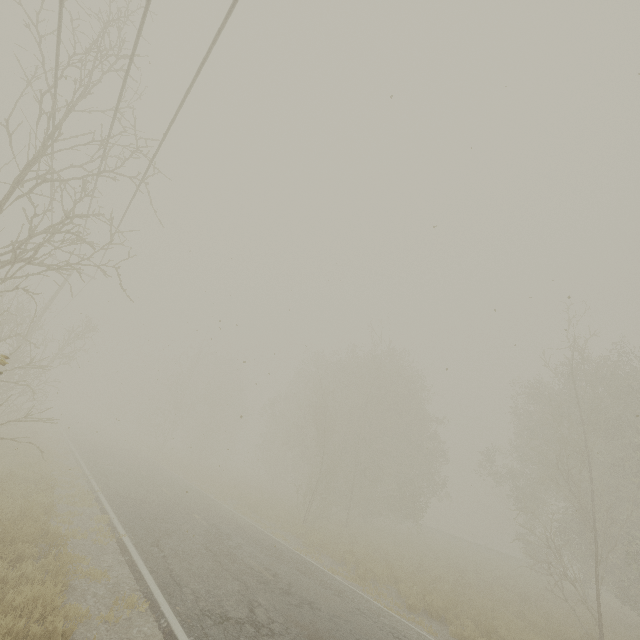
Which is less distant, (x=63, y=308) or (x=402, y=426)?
(x=402, y=426)
